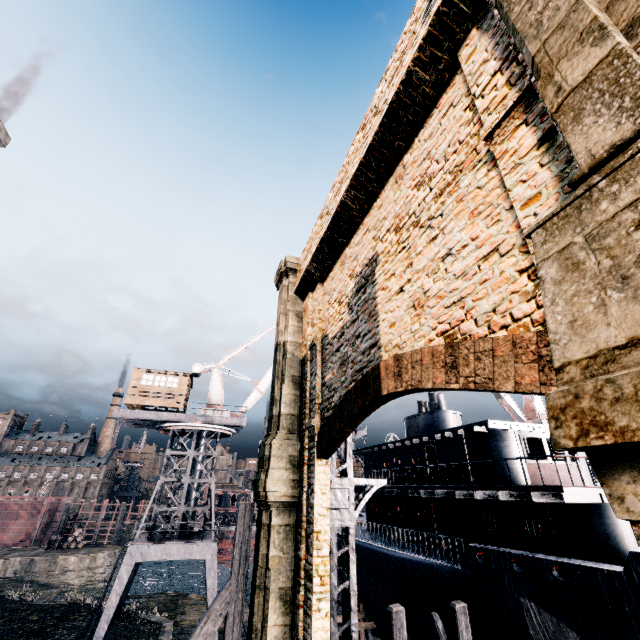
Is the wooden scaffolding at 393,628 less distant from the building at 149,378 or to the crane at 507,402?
the crane at 507,402

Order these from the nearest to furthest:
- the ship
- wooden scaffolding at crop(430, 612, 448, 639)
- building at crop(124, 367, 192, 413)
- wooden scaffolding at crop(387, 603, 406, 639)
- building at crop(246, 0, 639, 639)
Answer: building at crop(246, 0, 639, 639)
the ship
wooden scaffolding at crop(387, 603, 406, 639)
wooden scaffolding at crop(430, 612, 448, 639)
building at crop(124, 367, 192, 413)

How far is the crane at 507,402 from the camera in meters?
32.8

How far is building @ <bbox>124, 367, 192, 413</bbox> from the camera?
27.0m

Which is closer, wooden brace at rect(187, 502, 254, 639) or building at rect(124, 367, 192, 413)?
wooden brace at rect(187, 502, 254, 639)

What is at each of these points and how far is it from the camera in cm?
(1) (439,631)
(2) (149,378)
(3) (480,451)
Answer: (1) wooden scaffolding, 1257
(2) building, 2772
(3) ship, 1703

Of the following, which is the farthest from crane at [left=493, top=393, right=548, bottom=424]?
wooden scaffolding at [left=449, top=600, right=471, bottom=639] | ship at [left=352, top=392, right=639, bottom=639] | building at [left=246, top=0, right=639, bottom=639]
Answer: building at [left=246, top=0, right=639, bottom=639]

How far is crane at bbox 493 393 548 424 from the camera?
32.8m
